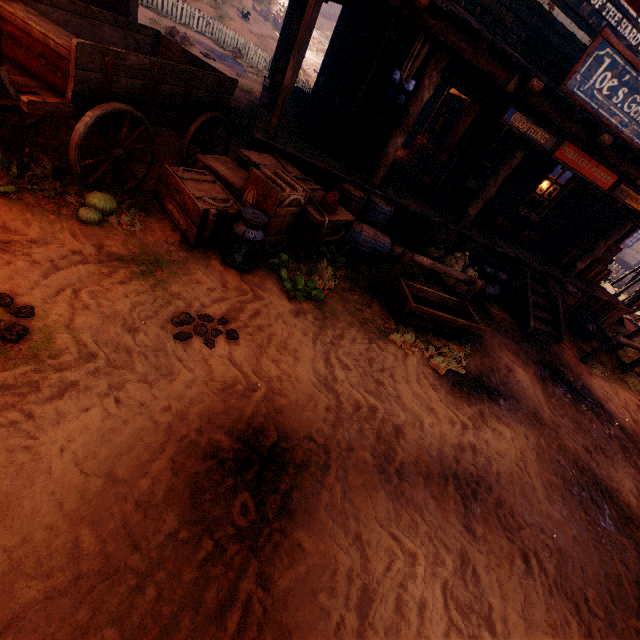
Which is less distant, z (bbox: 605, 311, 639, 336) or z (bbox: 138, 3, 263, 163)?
z (bbox: 138, 3, 263, 163)

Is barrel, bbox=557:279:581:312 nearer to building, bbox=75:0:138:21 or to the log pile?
building, bbox=75:0:138:21

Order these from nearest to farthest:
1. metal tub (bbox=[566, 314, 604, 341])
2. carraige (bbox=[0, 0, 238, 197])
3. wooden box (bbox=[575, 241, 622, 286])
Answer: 1. carraige (bbox=[0, 0, 238, 197])
2. metal tub (bbox=[566, 314, 604, 341])
3. wooden box (bbox=[575, 241, 622, 286])

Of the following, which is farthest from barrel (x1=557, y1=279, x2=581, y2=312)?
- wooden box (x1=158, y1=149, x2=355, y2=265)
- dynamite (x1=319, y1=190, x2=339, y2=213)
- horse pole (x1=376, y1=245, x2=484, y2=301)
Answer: dynamite (x1=319, y1=190, x2=339, y2=213)

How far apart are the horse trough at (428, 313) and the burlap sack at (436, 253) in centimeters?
145cm

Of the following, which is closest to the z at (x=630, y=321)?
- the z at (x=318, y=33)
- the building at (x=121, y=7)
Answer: the building at (x=121, y=7)

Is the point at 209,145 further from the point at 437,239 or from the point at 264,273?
the point at 437,239

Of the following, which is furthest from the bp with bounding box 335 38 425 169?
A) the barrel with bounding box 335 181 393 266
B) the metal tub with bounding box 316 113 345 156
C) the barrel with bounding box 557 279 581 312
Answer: the barrel with bounding box 557 279 581 312
